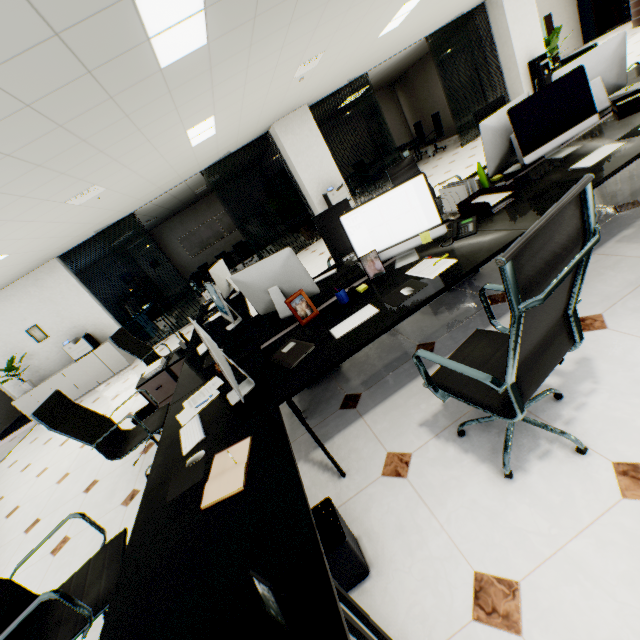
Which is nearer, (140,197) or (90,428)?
(90,428)

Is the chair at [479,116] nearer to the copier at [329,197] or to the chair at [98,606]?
the copier at [329,197]

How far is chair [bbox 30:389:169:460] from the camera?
2.70m

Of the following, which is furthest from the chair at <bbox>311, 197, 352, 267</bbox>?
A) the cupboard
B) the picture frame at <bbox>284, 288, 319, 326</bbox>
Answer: the cupboard

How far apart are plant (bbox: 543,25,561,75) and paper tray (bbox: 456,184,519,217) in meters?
10.9 m

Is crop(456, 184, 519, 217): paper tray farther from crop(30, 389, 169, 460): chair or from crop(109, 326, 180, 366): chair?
crop(30, 389, 169, 460): chair

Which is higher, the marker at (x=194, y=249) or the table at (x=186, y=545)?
the marker at (x=194, y=249)

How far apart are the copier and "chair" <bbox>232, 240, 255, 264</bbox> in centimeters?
416cm
